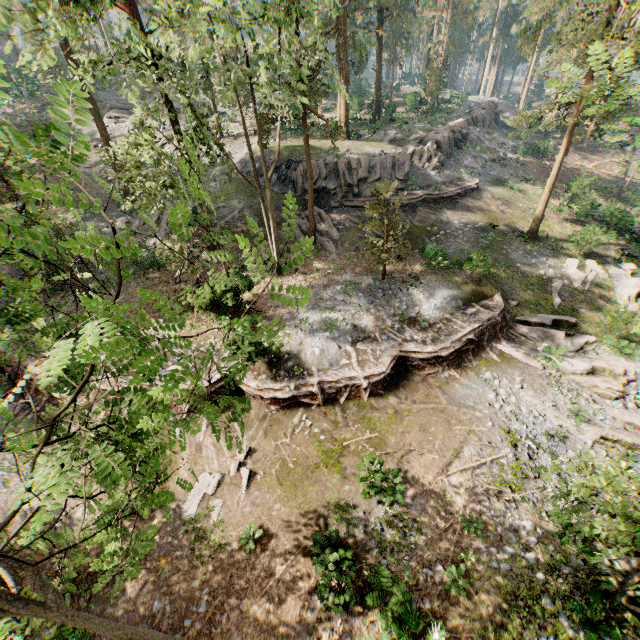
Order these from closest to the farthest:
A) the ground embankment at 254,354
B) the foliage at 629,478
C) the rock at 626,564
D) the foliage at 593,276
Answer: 1. the foliage at 629,478
2. the rock at 626,564
3. the ground embankment at 254,354
4. the foliage at 593,276

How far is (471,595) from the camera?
10.9m

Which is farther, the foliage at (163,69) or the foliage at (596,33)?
the foliage at (596,33)

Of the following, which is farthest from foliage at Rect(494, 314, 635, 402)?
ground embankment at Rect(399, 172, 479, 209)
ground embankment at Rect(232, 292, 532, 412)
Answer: ground embankment at Rect(399, 172, 479, 209)

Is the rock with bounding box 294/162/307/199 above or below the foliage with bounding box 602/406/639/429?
above

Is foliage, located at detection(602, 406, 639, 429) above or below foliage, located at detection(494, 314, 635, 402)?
below

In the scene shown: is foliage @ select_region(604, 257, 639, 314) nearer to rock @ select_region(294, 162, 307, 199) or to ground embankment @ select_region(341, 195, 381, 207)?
rock @ select_region(294, 162, 307, 199)

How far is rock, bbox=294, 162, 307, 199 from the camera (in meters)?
28.27
